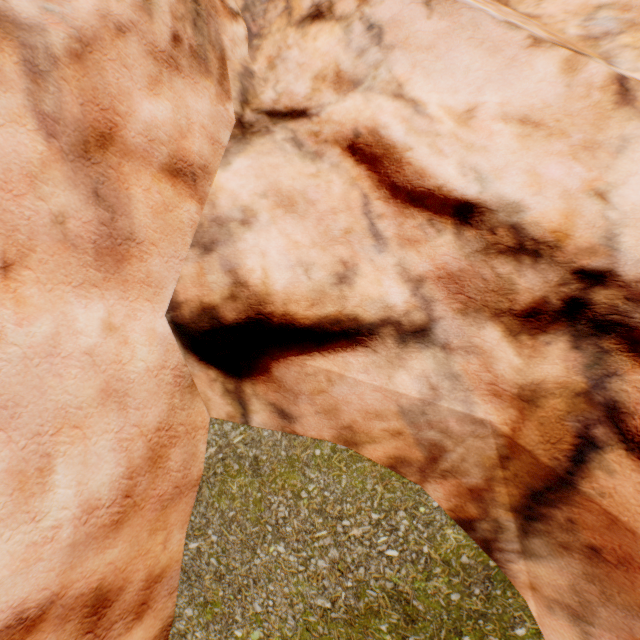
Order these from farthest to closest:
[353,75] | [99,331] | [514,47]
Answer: [353,75]
[514,47]
[99,331]
